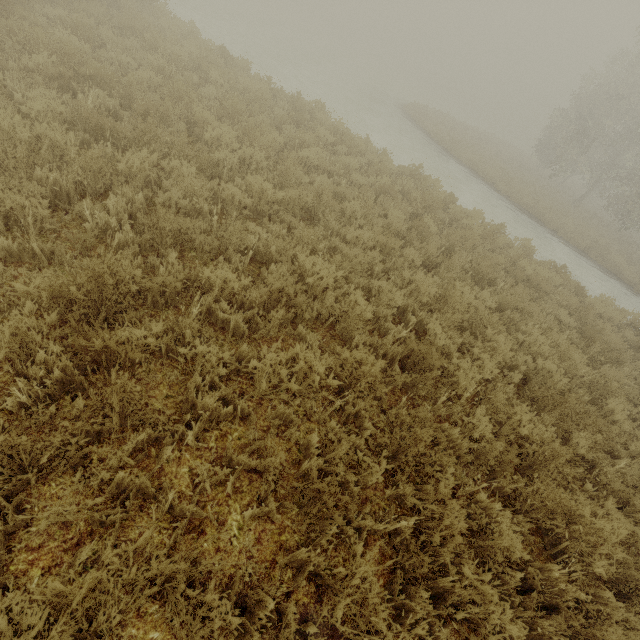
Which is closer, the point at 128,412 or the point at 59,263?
the point at 128,412
